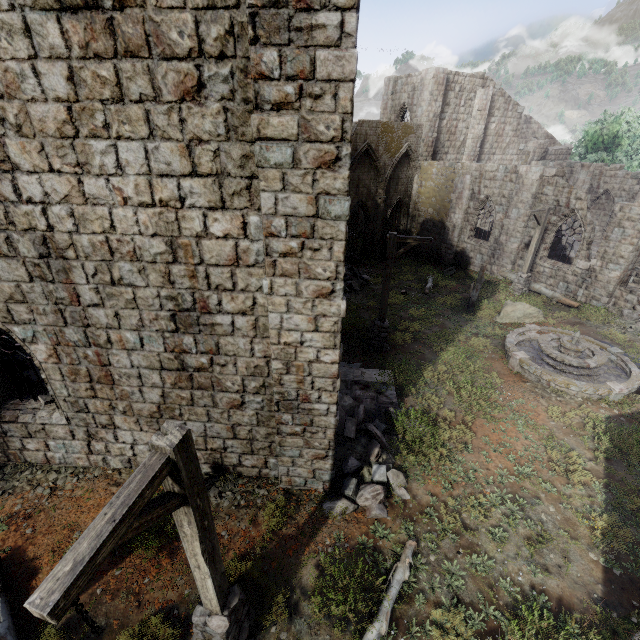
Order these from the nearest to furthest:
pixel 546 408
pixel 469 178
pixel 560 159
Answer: pixel 546 408
pixel 469 178
pixel 560 159

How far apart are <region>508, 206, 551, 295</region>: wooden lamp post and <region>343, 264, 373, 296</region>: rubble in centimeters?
805cm

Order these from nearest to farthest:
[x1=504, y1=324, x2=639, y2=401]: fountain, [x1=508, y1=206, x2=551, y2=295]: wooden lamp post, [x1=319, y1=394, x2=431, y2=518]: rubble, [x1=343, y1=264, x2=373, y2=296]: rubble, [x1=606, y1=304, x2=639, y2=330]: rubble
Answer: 1. [x1=319, y1=394, x2=431, y2=518]: rubble
2. [x1=504, y1=324, x2=639, y2=401]: fountain
3. [x1=606, y1=304, x2=639, y2=330]: rubble
4. [x1=508, y1=206, x2=551, y2=295]: wooden lamp post
5. [x1=343, y1=264, x2=373, y2=296]: rubble

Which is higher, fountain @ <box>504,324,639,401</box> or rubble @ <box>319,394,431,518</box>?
fountain @ <box>504,324,639,401</box>

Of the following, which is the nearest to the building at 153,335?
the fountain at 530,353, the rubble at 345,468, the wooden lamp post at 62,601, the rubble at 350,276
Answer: the rubble at 345,468

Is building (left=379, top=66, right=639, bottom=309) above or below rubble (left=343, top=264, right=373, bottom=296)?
above

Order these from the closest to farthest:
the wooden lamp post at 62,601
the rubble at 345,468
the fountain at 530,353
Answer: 1. the wooden lamp post at 62,601
2. the rubble at 345,468
3. the fountain at 530,353

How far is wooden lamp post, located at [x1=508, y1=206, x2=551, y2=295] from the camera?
16.5m
